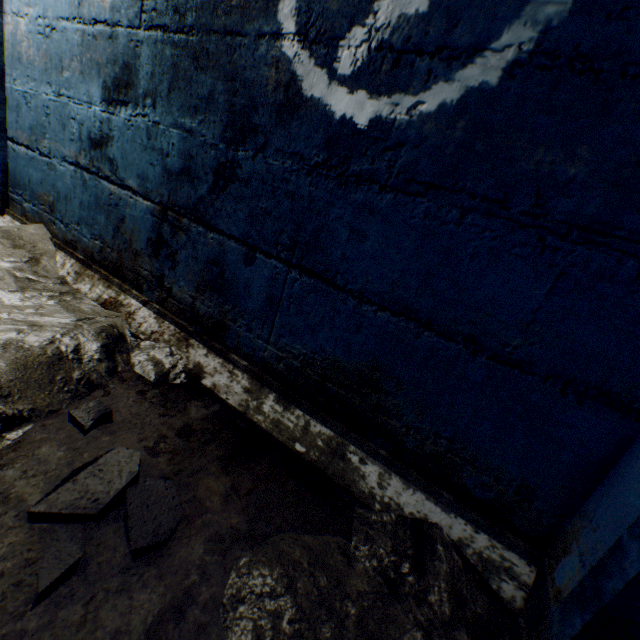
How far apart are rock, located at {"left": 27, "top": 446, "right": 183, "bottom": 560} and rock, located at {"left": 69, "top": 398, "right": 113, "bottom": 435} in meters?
0.2

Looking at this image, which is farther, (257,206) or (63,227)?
(63,227)

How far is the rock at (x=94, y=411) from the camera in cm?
97

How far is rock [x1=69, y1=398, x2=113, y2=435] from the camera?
0.97m

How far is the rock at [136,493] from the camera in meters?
0.7

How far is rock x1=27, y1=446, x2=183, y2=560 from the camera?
0.73m
